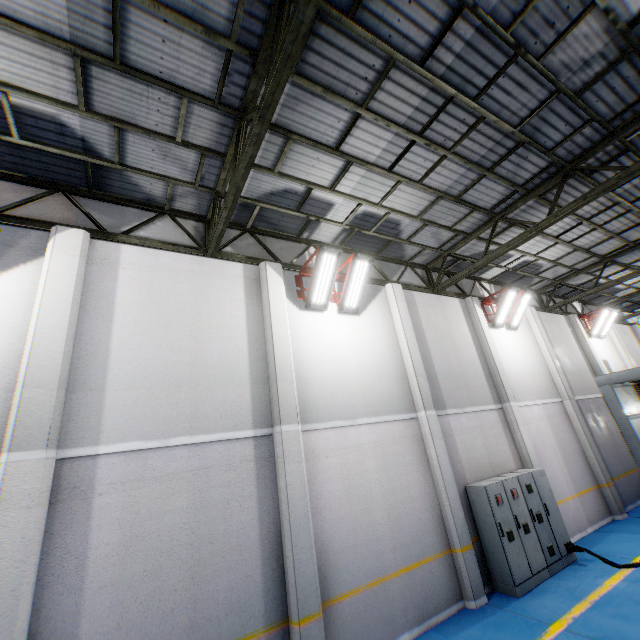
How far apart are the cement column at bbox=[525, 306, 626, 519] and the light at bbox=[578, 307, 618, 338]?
4.4 meters

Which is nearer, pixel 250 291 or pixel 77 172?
pixel 77 172

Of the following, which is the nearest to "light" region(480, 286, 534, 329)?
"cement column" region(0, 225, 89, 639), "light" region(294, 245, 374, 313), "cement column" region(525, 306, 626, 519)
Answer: "cement column" region(525, 306, 626, 519)

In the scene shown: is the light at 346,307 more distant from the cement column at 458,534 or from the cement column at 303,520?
the cement column at 458,534

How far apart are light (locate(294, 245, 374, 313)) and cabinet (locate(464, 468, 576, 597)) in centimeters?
572cm

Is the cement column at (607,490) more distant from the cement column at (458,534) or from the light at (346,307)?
the light at (346,307)

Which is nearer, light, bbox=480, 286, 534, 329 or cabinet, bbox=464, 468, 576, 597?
cabinet, bbox=464, 468, 576, 597

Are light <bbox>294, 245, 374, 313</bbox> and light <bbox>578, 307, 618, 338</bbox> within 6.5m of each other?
no
